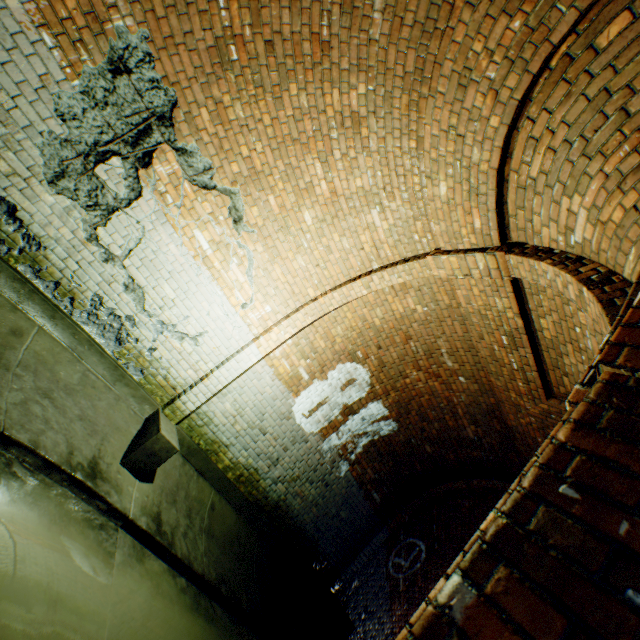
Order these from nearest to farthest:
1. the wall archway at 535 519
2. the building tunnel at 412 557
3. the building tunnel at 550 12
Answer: the wall archway at 535 519 < the building tunnel at 550 12 < the building tunnel at 412 557

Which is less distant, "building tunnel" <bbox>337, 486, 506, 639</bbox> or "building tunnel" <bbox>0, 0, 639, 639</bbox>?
"building tunnel" <bbox>0, 0, 639, 639</bbox>

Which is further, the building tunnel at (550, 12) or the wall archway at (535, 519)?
the building tunnel at (550, 12)

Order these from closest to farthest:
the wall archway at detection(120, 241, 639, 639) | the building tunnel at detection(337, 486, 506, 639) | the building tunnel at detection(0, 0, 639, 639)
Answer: the wall archway at detection(120, 241, 639, 639) < the building tunnel at detection(0, 0, 639, 639) < the building tunnel at detection(337, 486, 506, 639)

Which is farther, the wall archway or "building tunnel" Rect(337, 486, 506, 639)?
"building tunnel" Rect(337, 486, 506, 639)

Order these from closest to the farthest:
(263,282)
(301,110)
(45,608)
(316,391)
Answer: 1. (45,608)
2. (301,110)
3. (263,282)
4. (316,391)
